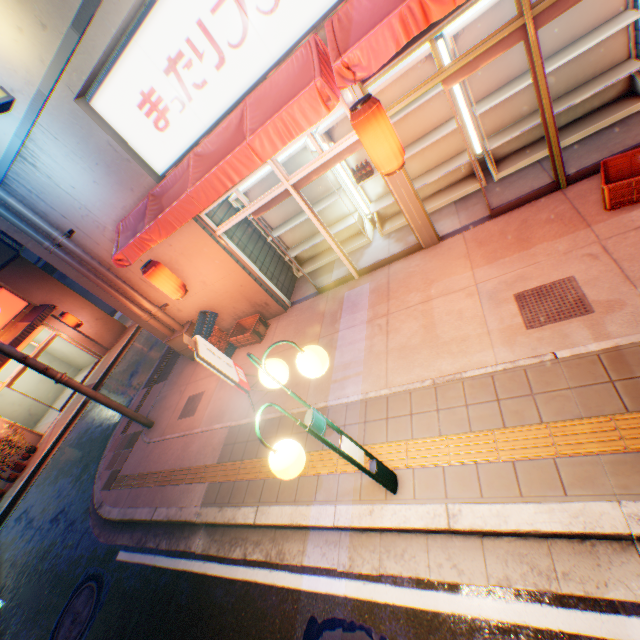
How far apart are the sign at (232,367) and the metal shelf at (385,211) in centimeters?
410cm

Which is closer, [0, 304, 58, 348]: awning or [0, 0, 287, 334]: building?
[0, 0, 287, 334]: building

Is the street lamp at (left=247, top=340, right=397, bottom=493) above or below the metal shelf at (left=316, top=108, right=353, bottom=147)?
below

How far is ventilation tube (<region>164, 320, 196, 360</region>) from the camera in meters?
8.6

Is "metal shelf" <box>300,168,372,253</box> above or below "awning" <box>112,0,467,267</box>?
below

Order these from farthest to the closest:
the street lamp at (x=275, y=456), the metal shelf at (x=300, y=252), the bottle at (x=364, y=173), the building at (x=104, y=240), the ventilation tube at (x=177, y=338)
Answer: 1. the ventilation tube at (x=177, y=338)
2. the metal shelf at (x=300, y=252)
3. the bottle at (x=364, y=173)
4. the building at (x=104, y=240)
5. the street lamp at (x=275, y=456)

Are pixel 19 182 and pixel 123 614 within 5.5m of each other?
no

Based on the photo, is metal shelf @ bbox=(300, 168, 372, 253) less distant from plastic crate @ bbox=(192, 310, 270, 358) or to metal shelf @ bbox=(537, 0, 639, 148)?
plastic crate @ bbox=(192, 310, 270, 358)
